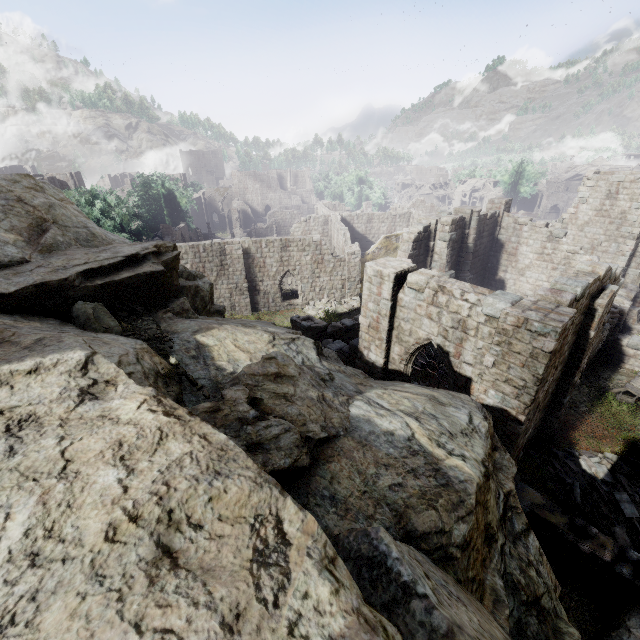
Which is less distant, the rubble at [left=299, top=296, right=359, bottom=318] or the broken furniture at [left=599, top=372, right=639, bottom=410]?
the broken furniture at [left=599, top=372, right=639, bottom=410]

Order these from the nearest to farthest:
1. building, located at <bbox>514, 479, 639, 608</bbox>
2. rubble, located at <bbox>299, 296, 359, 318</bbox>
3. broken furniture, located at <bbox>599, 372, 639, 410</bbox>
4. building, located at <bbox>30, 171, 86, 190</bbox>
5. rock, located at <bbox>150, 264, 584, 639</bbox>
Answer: rock, located at <bbox>150, 264, 584, 639</bbox>
building, located at <bbox>514, 479, 639, 608</bbox>
broken furniture, located at <bbox>599, 372, 639, 410</bbox>
rubble, located at <bbox>299, 296, 359, 318</bbox>
building, located at <bbox>30, 171, 86, 190</bbox>

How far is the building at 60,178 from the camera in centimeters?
3855cm

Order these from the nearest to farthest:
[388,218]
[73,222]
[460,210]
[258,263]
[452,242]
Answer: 1. [73,222]
2. [452,242]
3. [460,210]
4. [258,263]
5. [388,218]

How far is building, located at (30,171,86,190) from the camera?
38.5 meters

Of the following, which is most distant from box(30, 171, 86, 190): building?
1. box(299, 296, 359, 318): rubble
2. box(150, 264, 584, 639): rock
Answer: box(150, 264, 584, 639): rock

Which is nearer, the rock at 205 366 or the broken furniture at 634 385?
the rock at 205 366

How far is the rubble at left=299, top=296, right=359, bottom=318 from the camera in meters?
27.2
